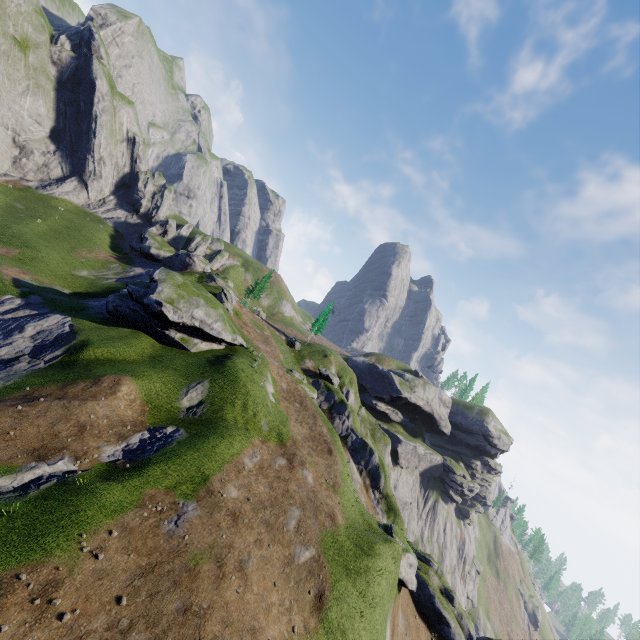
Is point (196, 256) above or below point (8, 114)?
below
